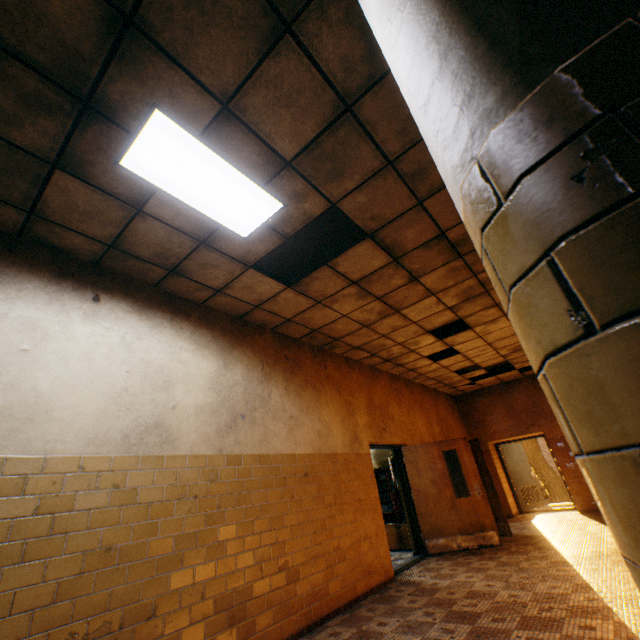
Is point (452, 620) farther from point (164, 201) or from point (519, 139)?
point (164, 201)

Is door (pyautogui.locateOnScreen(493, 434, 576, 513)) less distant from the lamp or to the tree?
the tree

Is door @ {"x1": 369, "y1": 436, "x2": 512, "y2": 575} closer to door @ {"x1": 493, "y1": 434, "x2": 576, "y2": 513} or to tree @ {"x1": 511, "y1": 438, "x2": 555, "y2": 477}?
door @ {"x1": 493, "y1": 434, "x2": 576, "y2": 513}

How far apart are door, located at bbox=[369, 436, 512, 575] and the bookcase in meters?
0.6 m

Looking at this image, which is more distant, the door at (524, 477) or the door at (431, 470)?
the door at (524, 477)

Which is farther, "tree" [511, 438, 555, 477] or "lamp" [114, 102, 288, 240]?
"tree" [511, 438, 555, 477]

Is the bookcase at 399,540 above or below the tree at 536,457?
below

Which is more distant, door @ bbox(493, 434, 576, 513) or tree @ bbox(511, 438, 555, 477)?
tree @ bbox(511, 438, 555, 477)
